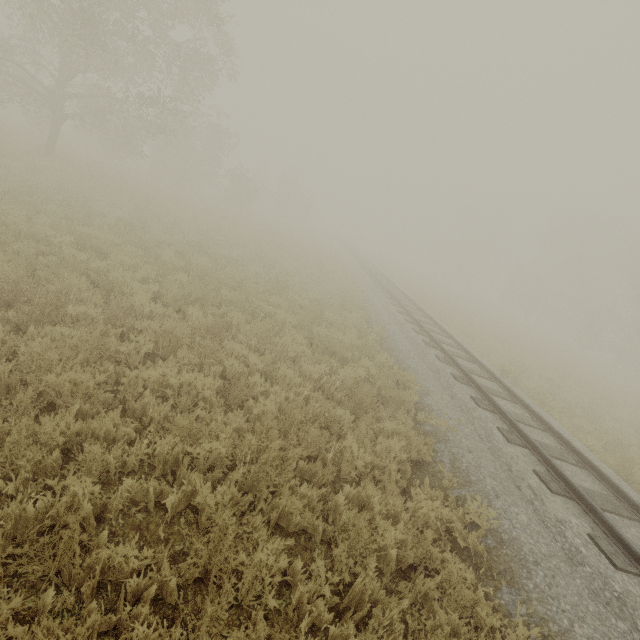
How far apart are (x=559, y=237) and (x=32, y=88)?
55.3 meters

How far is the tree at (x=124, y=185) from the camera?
14.8 meters

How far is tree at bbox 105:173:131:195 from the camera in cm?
1483

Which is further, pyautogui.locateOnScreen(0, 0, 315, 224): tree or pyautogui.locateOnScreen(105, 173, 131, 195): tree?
pyautogui.locateOnScreen(105, 173, 131, 195): tree

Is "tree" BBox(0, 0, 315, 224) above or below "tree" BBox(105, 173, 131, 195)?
above

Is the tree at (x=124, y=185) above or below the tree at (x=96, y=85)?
below
